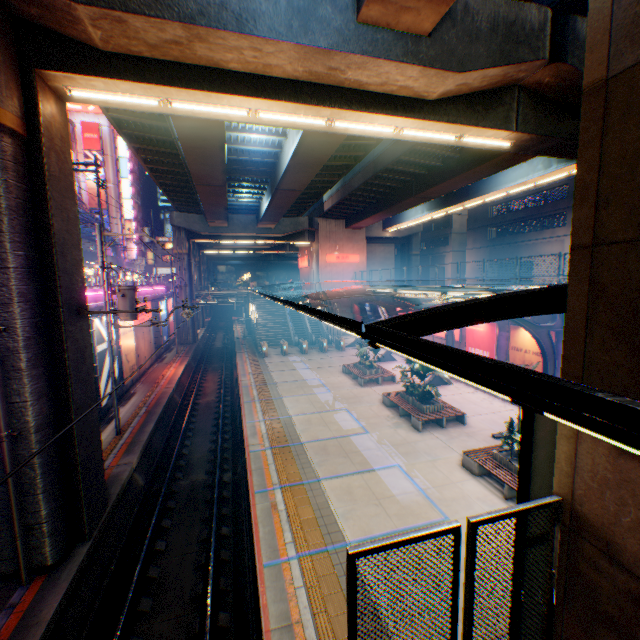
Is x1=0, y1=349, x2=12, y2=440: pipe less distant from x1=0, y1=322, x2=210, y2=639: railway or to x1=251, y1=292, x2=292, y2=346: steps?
x1=0, y1=322, x2=210, y2=639: railway

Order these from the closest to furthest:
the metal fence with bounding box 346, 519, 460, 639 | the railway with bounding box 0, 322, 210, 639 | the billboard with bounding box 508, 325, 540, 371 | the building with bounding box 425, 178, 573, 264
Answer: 1. the metal fence with bounding box 346, 519, 460, 639
2. the railway with bounding box 0, 322, 210, 639
3. the billboard with bounding box 508, 325, 540, 371
4. the building with bounding box 425, 178, 573, 264

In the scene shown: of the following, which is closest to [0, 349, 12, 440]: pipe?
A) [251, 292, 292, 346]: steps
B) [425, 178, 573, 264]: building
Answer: [251, 292, 292, 346]: steps

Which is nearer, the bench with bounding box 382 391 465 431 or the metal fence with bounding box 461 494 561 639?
the metal fence with bounding box 461 494 561 639

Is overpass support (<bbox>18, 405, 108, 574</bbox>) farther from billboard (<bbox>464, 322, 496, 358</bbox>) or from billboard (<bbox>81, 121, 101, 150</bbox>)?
billboard (<bbox>81, 121, 101, 150</bbox>)

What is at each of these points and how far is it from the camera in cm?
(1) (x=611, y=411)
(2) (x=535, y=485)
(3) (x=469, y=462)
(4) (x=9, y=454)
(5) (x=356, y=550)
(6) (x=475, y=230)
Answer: (1) canopy, 158
(2) billboard, 471
(3) bench, 1202
(4) pipe, 746
(5) metal fence, 284
(6) building, 4834

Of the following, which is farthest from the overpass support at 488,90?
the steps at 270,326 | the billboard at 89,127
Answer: the billboard at 89,127

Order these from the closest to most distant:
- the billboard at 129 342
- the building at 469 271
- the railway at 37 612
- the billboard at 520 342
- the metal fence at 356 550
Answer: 1. the metal fence at 356 550
2. the railway at 37 612
3. the billboard at 520 342
4. the billboard at 129 342
5. the building at 469 271
